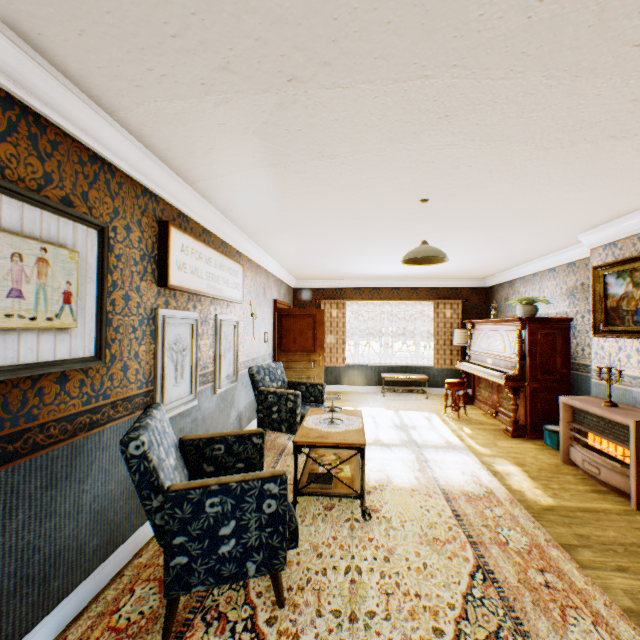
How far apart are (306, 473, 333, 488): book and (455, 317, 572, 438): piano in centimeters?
374cm

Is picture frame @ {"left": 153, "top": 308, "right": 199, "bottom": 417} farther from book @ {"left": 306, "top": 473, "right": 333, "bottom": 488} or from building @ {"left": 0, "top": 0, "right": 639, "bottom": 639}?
book @ {"left": 306, "top": 473, "right": 333, "bottom": 488}

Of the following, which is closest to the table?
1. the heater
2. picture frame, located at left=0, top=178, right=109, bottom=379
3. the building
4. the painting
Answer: the building

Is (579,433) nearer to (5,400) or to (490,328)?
(490,328)

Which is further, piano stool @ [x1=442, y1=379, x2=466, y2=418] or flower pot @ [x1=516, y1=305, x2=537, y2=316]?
piano stool @ [x1=442, y1=379, x2=466, y2=418]

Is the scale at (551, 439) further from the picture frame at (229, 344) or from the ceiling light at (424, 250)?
the picture frame at (229, 344)

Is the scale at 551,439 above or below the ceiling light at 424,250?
below

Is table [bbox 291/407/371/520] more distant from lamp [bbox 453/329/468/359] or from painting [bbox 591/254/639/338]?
lamp [bbox 453/329/468/359]
